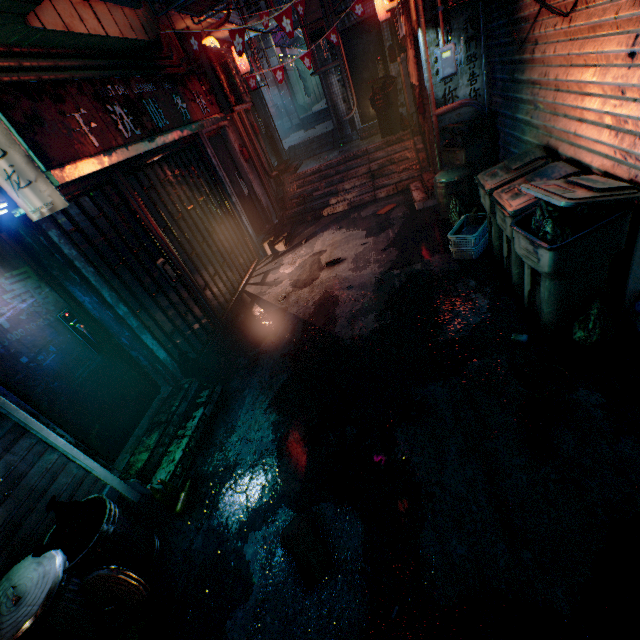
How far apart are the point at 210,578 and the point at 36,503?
1.3 meters

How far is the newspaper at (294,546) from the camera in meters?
2.0 m

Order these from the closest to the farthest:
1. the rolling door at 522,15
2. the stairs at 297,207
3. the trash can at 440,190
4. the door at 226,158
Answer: the rolling door at 522,15 < the trash can at 440,190 < the door at 226,158 < the stairs at 297,207

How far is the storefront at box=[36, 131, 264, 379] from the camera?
3.2m

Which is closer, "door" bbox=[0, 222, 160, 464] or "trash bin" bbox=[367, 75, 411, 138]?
"door" bbox=[0, 222, 160, 464]

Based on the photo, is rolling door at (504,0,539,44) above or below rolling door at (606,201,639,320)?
above

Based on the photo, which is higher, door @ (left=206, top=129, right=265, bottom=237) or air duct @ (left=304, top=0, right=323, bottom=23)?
air duct @ (left=304, top=0, right=323, bottom=23)

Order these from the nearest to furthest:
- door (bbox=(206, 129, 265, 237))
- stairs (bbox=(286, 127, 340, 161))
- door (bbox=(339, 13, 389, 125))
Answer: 1. door (bbox=(206, 129, 265, 237))
2. door (bbox=(339, 13, 389, 125))
3. stairs (bbox=(286, 127, 340, 161))
